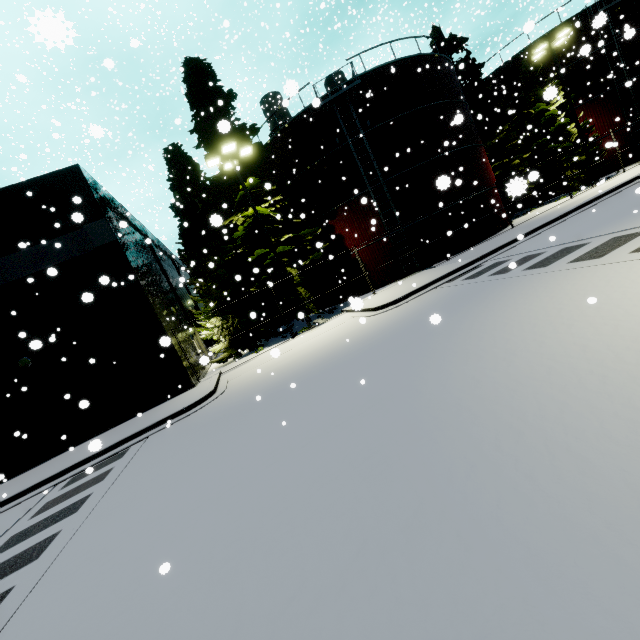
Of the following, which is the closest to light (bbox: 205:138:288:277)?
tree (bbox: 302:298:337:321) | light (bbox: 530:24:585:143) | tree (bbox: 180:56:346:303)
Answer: tree (bbox: 180:56:346:303)

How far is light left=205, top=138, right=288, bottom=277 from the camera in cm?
1544

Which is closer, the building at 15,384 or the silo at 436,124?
the building at 15,384

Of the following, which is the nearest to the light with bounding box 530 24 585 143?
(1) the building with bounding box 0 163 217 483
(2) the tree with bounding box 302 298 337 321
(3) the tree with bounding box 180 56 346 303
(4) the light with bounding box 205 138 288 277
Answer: (3) the tree with bounding box 180 56 346 303

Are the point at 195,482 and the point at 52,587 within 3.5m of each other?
yes

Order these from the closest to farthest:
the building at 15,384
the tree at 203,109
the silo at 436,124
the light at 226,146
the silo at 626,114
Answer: the building at 15,384
the light at 226,146
the tree at 203,109
the silo at 436,124
the silo at 626,114

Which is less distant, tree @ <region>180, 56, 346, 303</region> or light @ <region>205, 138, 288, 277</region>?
light @ <region>205, 138, 288, 277</region>

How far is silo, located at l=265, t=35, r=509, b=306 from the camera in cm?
1936
